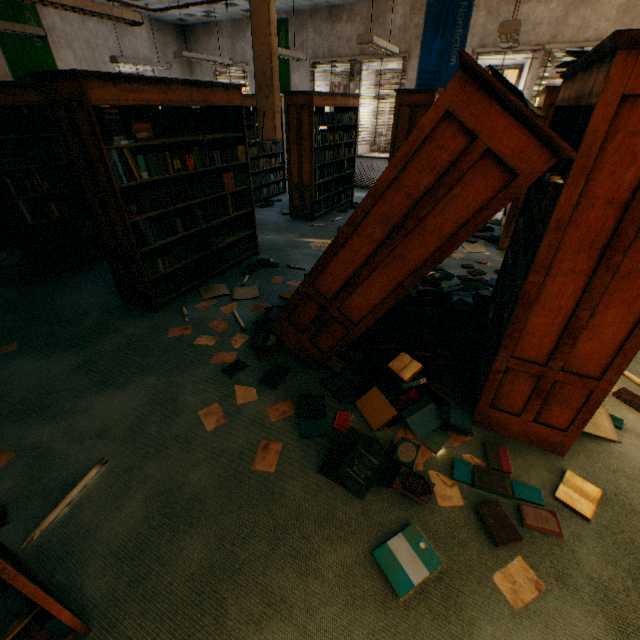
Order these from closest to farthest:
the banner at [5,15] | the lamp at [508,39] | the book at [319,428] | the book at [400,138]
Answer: the book at [319,428]
the lamp at [508,39]
the book at [400,138]
the banner at [5,15]

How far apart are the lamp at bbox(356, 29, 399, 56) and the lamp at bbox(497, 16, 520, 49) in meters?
1.7

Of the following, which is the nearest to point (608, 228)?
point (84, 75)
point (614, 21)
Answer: point (84, 75)

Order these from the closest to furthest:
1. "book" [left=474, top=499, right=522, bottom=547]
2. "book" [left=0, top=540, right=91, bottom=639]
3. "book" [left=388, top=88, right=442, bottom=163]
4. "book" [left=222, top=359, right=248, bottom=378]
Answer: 1. "book" [left=0, top=540, right=91, bottom=639]
2. "book" [left=474, top=499, right=522, bottom=547]
3. "book" [left=222, top=359, right=248, bottom=378]
4. "book" [left=388, top=88, right=442, bottom=163]

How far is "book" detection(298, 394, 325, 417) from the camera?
2.4 meters

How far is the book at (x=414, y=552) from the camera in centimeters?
159cm

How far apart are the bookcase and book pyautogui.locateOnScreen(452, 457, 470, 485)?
0.0m

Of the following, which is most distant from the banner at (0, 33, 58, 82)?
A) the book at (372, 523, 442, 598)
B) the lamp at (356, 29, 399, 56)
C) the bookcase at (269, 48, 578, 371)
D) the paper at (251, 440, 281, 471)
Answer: the book at (372, 523, 442, 598)
